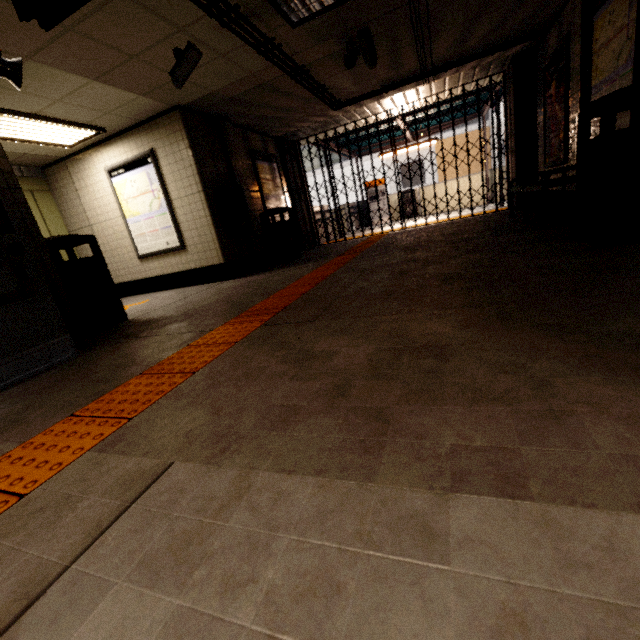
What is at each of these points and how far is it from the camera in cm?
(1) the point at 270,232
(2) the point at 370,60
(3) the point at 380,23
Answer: (1) trash can, 712
(2) cctv camera, 454
(3) building, 425

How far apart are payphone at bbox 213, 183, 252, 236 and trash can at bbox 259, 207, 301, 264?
0.7 meters

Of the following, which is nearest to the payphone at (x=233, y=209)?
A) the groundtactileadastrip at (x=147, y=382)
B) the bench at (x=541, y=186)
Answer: the groundtactileadastrip at (x=147, y=382)

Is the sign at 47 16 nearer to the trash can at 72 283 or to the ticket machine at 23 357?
the ticket machine at 23 357

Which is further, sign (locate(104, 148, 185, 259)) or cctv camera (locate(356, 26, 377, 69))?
sign (locate(104, 148, 185, 259))

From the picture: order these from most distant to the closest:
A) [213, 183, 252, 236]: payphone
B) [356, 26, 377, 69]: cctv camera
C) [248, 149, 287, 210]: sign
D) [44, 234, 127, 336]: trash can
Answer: [248, 149, 287, 210]: sign < [213, 183, 252, 236]: payphone < [356, 26, 377, 69]: cctv camera < [44, 234, 127, 336]: trash can

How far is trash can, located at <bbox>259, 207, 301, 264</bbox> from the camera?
6.99m

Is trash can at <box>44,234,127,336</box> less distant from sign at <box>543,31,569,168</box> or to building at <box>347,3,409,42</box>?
building at <box>347,3,409,42</box>
